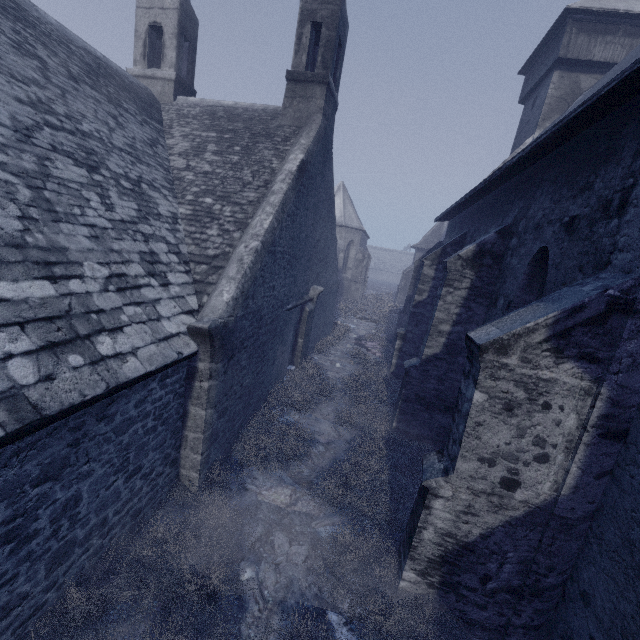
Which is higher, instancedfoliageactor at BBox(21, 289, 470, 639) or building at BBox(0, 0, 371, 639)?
building at BBox(0, 0, 371, 639)

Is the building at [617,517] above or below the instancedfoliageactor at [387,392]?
above

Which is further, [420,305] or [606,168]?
[420,305]

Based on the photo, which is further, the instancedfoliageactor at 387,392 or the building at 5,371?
the instancedfoliageactor at 387,392

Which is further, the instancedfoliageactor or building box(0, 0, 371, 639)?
the instancedfoliageactor
